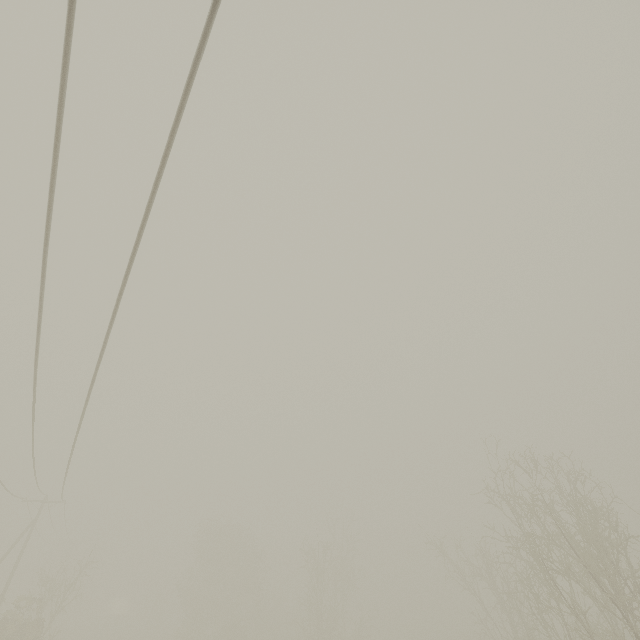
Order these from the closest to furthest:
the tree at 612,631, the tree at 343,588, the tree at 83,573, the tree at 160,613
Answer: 1. the tree at 612,631
2. the tree at 83,573
3. the tree at 343,588
4. the tree at 160,613

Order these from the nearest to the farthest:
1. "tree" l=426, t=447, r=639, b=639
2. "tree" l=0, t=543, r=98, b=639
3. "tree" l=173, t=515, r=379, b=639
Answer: "tree" l=426, t=447, r=639, b=639
"tree" l=0, t=543, r=98, b=639
"tree" l=173, t=515, r=379, b=639

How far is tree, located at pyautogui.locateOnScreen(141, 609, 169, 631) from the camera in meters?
58.3

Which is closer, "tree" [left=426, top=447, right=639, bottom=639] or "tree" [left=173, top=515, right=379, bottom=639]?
"tree" [left=426, top=447, right=639, bottom=639]

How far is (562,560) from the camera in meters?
12.7

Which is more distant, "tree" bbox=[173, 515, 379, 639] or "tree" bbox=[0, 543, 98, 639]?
"tree" bbox=[173, 515, 379, 639]

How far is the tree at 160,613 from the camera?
58.34m

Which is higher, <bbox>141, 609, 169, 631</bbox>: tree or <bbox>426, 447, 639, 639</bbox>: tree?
<bbox>426, 447, 639, 639</bbox>: tree
